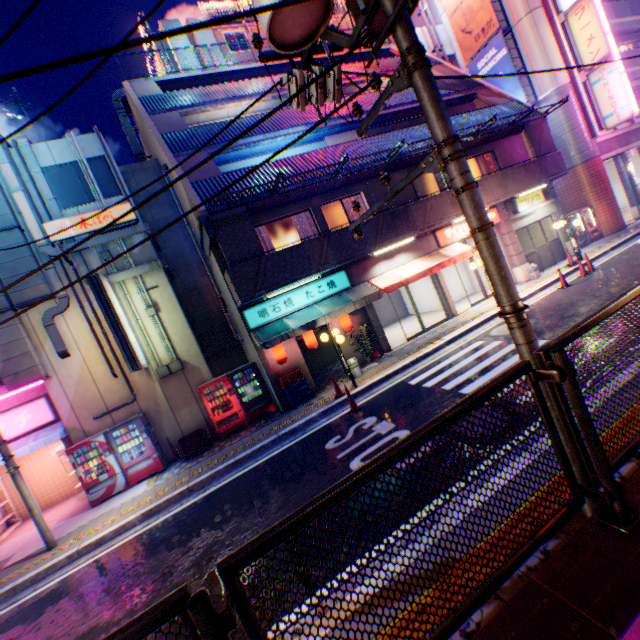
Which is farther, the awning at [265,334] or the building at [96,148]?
the building at [96,148]

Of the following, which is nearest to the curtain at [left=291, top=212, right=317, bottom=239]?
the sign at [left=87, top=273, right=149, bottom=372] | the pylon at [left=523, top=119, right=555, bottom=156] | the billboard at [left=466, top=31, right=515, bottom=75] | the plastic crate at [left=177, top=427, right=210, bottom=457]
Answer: the sign at [left=87, top=273, right=149, bottom=372]

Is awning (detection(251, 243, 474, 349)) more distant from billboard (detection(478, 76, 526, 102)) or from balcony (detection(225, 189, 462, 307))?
billboard (detection(478, 76, 526, 102))

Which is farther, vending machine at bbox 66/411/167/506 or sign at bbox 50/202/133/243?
sign at bbox 50/202/133/243

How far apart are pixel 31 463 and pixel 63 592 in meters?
8.5

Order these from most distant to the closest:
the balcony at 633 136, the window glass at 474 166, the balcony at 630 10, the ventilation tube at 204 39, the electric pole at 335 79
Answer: the balcony at 630 10 < the balcony at 633 136 < the ventilation tube at 204 39 < the window glass at 474 166 < the electric pole at 335 79

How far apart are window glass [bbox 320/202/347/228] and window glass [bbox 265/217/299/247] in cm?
82

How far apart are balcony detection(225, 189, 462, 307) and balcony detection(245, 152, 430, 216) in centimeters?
177cm
